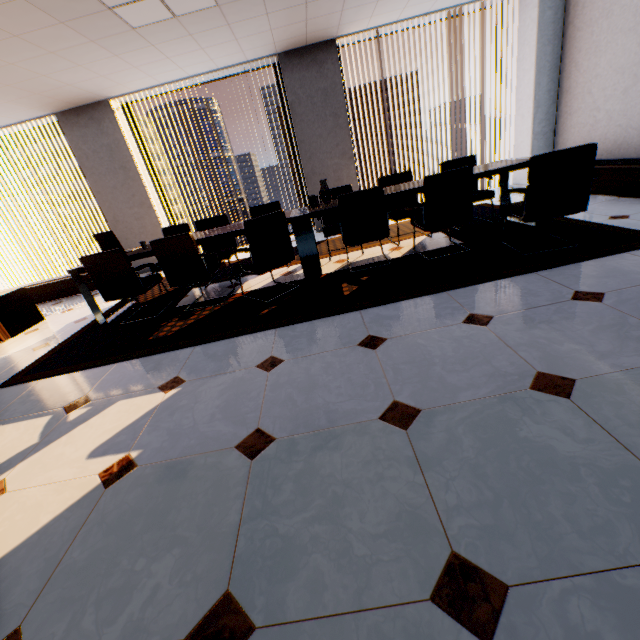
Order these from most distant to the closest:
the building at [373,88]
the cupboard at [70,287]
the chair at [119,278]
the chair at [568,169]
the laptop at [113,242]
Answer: the building at [373,88], the cupboard at [70,287], the laptop at [113,242], the chair at [119,278], the chair at [568,169]

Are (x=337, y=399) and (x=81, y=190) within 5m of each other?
no

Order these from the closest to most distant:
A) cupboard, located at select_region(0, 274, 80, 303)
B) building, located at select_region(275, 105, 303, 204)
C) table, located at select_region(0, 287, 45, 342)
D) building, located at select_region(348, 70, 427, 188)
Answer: table, located at select_region(0, 287, 45, 342)
cupboard, located at select_region(0, 274, 80, 303)
building, located at select_region(348, 70, 427, 188)
building, located at select_region(275, 105, 303, 204)

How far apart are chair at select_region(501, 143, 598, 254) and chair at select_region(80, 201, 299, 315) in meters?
2.2

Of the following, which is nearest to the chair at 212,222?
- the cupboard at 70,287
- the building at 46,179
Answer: the cupboard at 70,287

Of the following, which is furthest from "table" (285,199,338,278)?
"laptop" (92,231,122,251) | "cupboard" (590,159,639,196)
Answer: "cupboard" (590,159,639,196)

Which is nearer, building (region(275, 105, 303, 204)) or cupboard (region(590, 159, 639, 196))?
cupboard (region(590, 159, 639, 196))

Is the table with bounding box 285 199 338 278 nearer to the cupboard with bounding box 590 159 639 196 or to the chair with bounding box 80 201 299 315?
the chair with bounding box 80 201 299 315
